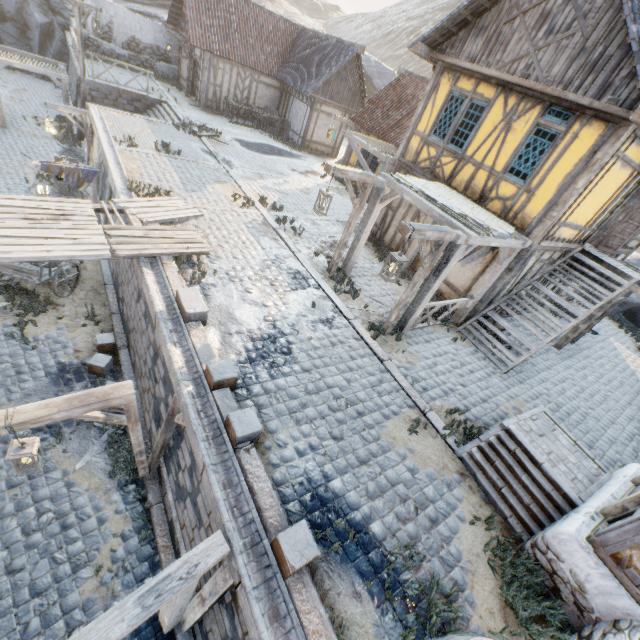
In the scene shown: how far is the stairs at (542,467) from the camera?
5.3 meters

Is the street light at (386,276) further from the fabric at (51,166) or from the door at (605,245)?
the fabric at (51,166)

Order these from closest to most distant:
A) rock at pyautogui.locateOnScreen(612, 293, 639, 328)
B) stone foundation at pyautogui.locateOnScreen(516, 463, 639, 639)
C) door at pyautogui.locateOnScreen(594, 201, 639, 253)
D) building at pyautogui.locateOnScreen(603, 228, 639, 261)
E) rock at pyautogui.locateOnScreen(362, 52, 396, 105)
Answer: stone foundation at pyautogui.locateOnScreen(516, 463, 639, 639) < door at pyautogui.locateOnScreen(594, 201, 639, 253) < building at pyautogui.locateOnScreen(603, 228, 639, 261) < rock at pyautogui.locateOnScreen(612, 293, 639, 328) < rock at pyautogui.locateOnScreen(362, 52, 396, 105)

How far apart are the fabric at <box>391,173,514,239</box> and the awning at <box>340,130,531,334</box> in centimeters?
1cm

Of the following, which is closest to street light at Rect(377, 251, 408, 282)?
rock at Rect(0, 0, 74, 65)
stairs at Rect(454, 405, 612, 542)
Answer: stairs at Rect(454, 405, 612, 542)

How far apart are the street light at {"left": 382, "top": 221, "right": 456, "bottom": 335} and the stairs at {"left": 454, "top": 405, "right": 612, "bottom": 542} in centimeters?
305cm

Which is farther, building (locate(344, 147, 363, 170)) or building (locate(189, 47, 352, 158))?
building (locate(189, 47, 352, 158))

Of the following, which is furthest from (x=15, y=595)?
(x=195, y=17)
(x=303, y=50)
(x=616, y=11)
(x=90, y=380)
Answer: (x=303, y=50)
